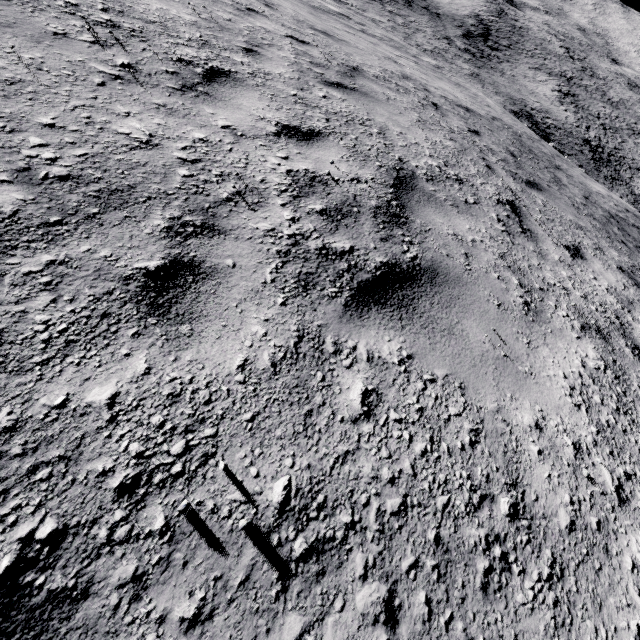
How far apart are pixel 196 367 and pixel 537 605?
1.7 meters
